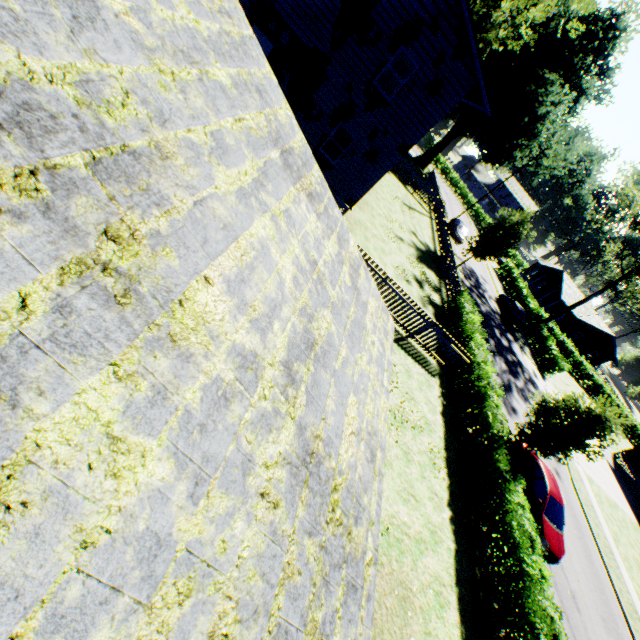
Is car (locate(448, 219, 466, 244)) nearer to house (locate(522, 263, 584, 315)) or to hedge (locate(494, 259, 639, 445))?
hedge (locate(494, 259, 639, 445))

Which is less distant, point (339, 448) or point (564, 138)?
point (339, 448)

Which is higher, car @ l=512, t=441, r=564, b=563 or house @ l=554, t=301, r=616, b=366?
house @ l=554, t=301, r=616, b=366

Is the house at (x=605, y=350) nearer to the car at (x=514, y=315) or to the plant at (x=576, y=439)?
the car at (x=514, y=315)

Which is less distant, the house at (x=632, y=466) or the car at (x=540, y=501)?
the car at (x=540, y=501)

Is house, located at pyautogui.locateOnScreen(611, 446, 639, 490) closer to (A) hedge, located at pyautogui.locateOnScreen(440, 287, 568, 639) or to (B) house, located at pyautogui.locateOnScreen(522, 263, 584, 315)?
(B) house, located at pyautogui.locateOnScreen(522, 263, 584, 315)

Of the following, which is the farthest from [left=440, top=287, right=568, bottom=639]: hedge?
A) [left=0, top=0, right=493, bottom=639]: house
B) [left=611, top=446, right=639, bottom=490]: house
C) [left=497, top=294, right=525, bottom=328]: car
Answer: [left=611, top=446, right=639, bottom=490]: house

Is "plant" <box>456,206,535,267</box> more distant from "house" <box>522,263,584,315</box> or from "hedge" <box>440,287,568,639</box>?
"house" <box>522,263,584,315</box>
